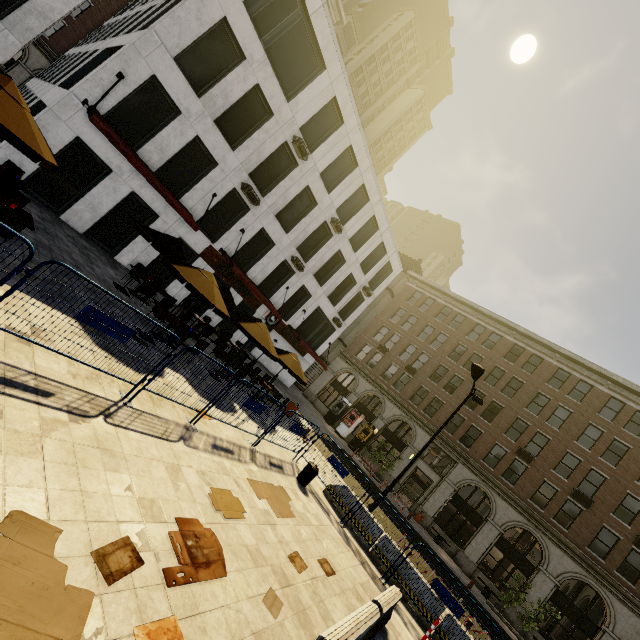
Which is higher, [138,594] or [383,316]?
[383,316]

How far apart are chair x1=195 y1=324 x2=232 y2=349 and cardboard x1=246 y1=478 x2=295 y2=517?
8.8m

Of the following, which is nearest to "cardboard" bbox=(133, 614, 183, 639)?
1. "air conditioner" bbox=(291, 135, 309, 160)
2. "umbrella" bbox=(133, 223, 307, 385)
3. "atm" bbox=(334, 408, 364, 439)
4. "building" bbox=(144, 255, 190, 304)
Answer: "umbrella" bbox=(133, 223, 307, 385)

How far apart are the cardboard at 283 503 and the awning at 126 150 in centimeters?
1181cm

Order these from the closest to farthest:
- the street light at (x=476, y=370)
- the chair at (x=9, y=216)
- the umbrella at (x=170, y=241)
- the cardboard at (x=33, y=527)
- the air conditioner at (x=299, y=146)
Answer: the cardboard at (x=33, y=527), the chair at (x=9, y=216), the umbrella at (x=170, y=241), the street light at (x=476, y=370), the air conditioner at (x=299, y=146)

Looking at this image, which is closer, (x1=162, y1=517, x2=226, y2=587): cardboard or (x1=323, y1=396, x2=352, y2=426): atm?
Result: (x1=162, y1=517, x2=226, y2=587): cardboard

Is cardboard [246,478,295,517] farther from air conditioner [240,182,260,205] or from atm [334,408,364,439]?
atm [334,408,364,439]

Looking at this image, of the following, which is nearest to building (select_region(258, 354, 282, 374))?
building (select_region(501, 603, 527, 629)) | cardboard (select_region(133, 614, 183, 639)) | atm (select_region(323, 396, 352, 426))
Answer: atm (select_region(323, 396, 352, 426))
